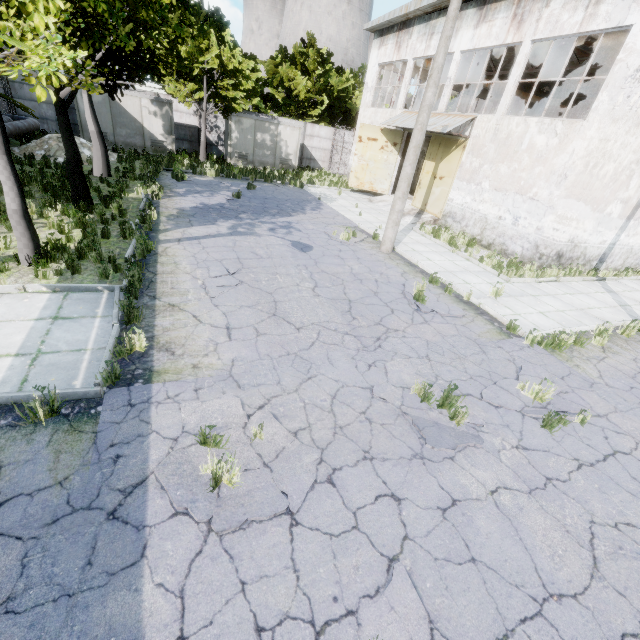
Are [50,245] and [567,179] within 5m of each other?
no

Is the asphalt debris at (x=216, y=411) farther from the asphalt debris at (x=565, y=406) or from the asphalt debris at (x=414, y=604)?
the asphalt debris at (x=565, y=406)

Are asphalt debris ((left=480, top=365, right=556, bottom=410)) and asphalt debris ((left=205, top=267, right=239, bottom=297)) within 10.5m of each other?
yes

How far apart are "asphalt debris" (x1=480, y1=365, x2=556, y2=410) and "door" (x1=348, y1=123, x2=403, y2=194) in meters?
18.1

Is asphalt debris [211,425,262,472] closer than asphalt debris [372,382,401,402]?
Answer: Yes

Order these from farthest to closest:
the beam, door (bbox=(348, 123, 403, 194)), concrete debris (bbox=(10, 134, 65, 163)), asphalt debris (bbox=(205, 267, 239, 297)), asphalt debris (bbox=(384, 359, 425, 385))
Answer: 1. door (bbox=(348, 123, 403, 194))
2. concrete debris (bbox=(10, 134, 65, 163))
3. the beam
4. asphalt debris (bbox=(205, 267, 239, 297))
5. asphalt debris (bbox=(384, 359, 425, 385))

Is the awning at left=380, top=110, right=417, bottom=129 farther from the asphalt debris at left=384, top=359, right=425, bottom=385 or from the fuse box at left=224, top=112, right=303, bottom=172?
the asphalt debris at left=384, top=359, right=425, bottom=385

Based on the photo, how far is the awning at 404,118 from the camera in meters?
17.8
